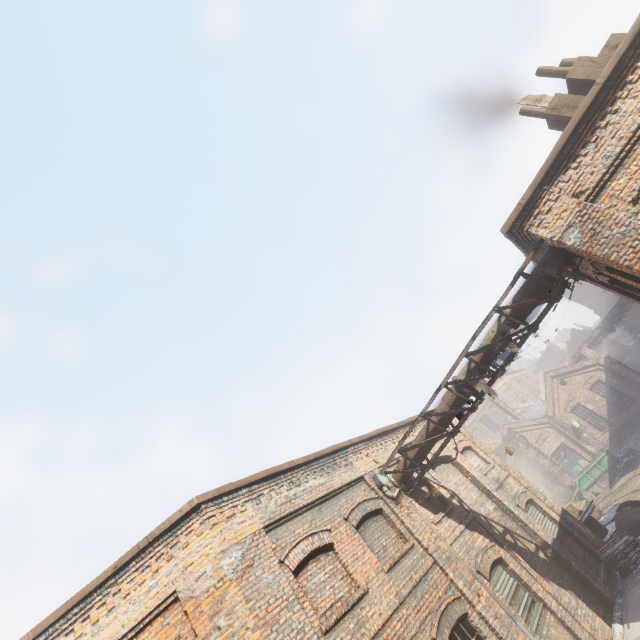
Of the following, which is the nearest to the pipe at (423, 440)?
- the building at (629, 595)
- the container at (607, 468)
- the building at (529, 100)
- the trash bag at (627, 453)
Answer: the building at (529, 100)

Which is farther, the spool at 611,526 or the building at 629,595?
the spool at 611,526

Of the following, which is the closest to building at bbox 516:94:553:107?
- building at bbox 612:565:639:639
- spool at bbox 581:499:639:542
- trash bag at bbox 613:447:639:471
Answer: building at bbox 612:565:639:639

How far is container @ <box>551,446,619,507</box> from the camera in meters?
22.7 m

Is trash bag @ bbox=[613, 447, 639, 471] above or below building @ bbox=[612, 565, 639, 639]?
below

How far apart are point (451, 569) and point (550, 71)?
12.7m

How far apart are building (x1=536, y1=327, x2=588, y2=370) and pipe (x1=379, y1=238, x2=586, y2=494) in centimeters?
5982cm

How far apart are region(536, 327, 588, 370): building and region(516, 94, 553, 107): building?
59.9m
